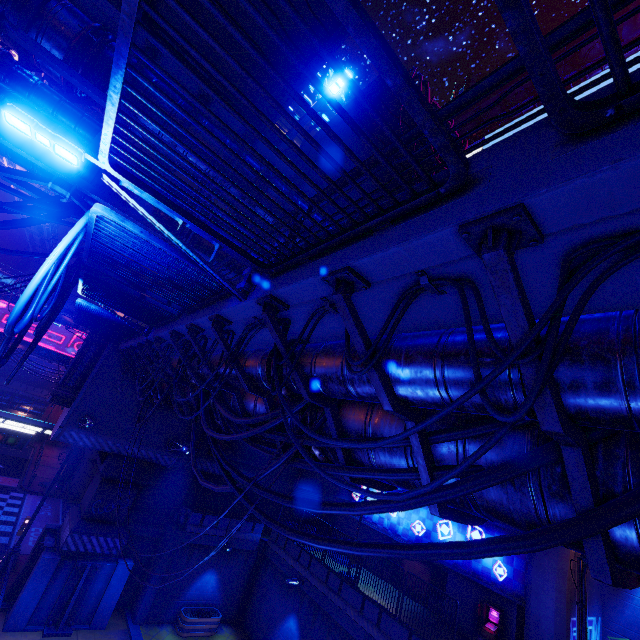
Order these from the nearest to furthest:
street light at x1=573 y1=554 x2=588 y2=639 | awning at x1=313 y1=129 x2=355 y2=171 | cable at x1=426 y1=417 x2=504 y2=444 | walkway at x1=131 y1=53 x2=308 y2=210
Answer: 1. cable at x1=426 y1=417 x2=504 y2=444
2. street light at x1=573 y1=554 x2=588 y2=639
3. walkway at x1=131 y1=53 x2=308 y2=210
4. awning at x1=313 y1=129 x2=355 y2=171

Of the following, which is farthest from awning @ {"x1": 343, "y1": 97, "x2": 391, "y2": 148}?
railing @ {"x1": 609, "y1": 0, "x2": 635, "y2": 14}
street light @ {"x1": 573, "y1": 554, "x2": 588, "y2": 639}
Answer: street light @ {"x1": 573, "y1": 554, "x2": 588, "y2": 639}

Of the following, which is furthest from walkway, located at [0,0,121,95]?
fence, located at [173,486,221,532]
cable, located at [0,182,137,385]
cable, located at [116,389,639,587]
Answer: fence, located at [173,486,221,532]

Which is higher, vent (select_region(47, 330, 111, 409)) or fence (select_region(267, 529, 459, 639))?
vent (select_region(47, 330, 111, 409))

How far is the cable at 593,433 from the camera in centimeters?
253cm

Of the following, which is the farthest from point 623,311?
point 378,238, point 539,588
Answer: point 539,588

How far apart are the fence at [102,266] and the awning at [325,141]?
6.0m

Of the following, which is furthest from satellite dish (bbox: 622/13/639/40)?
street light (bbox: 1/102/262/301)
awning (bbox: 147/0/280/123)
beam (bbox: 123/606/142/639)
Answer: beam (bbox: 123/606/142/639)
